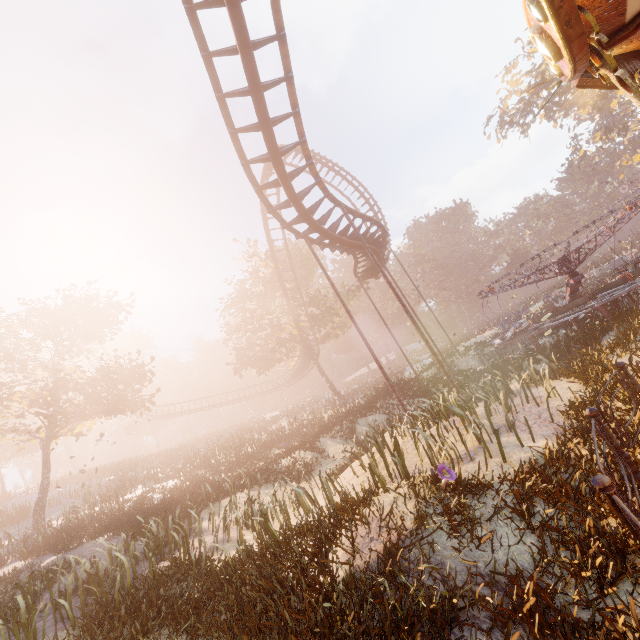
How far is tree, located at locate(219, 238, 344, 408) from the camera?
31.0m

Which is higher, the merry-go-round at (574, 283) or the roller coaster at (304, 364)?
the roller coaster at (304, 364)

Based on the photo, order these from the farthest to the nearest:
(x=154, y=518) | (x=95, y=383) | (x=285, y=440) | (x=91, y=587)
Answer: (x=285, y=440) < (x=95, y=383) < (x=154, y=518) < (x=91, y=587)

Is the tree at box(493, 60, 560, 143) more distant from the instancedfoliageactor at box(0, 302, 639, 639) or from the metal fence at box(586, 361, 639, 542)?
the metal fence at box(586, 361, 639, 542)

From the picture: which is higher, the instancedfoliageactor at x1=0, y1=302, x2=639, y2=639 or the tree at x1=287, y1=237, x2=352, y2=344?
the tree at x1=287, y1=237, x2=352, y2=344

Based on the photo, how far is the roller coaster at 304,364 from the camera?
41.69m

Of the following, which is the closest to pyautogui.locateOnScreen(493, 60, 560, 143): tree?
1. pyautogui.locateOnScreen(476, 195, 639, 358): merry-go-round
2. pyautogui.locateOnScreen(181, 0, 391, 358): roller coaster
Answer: pyautogui.locateOnScreen(181, 0, 391, 358): roller coaster

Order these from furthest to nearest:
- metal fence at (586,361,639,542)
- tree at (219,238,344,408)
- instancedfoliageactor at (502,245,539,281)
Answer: instancedfoliageactor at (502,245,539,281), tree at (219,238,344,408), metal fence at (586,361,639,542)
